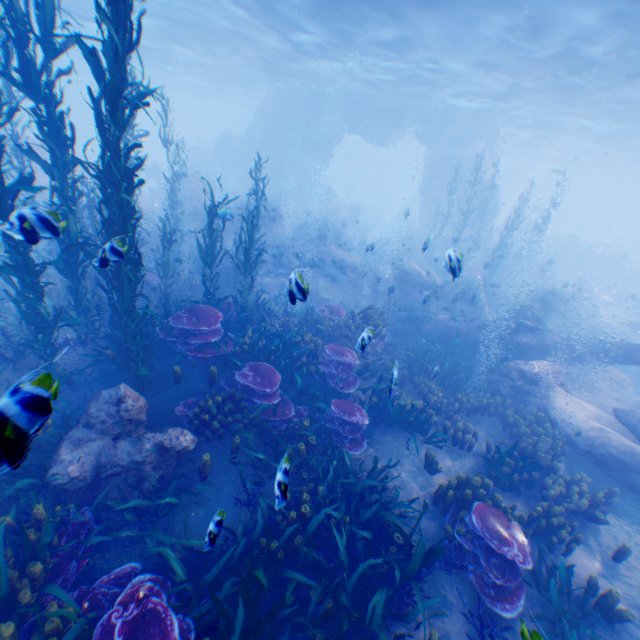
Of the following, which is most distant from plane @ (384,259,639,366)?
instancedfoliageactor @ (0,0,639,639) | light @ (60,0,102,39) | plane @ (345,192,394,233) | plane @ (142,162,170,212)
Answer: plane @ (345,192,394,233)

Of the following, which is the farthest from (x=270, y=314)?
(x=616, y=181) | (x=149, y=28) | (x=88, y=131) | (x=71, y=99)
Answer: (x=616, y=181)

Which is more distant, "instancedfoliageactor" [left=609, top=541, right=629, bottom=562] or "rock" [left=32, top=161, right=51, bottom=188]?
"rock" [left=32, top=161, right=51, bottom=188]

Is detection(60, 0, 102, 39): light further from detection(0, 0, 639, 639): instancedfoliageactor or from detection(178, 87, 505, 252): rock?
detection(0, 0, 639, 639): instancedfoliageactor

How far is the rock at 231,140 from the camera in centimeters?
2781cm

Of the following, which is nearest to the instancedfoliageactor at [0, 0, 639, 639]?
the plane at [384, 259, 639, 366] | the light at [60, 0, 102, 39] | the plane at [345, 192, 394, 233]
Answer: the plane at [384, 259, 639, 366]

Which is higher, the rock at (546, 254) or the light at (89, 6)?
the light at (89, 6)

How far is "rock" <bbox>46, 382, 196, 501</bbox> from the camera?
5.5m
